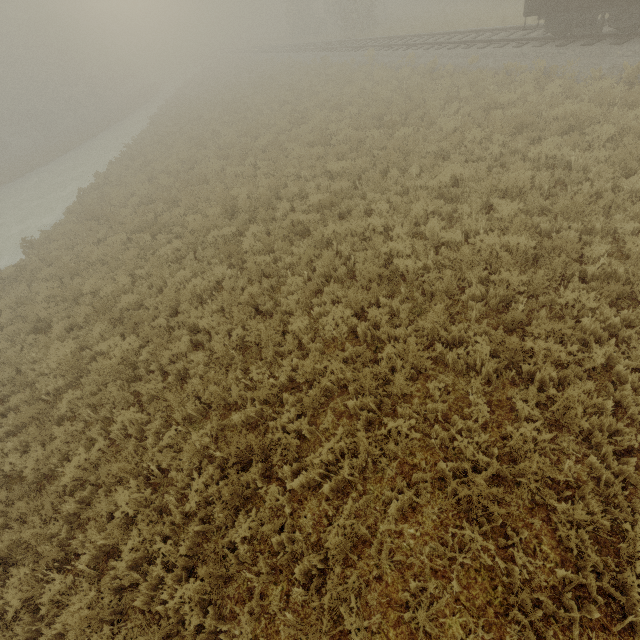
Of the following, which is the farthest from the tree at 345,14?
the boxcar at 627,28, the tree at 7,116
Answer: the boxcar at 627,28

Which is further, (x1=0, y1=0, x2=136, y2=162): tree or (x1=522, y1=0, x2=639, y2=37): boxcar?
(x1=0, y1=0, x2=136, y2=162): tree

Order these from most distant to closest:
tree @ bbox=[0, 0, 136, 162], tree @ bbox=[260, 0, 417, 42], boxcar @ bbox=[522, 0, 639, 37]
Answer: tree @ bbox=[0, 0, 136, 162] < tree @ bbox=[260, 0, 417, 42] < boxcar @ bbox=[522, 0, 639, 37]

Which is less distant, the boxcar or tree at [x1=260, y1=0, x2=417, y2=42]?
the boxcar

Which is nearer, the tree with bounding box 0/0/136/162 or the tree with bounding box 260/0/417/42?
the tree with bounding box 260/0/417/42

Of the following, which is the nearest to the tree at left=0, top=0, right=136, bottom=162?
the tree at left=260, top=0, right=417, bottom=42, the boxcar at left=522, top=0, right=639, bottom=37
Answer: the tree at left=260, top=0, right=417, bottom=42

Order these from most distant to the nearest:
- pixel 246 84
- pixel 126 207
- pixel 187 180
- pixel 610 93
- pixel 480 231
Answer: pixel 246 84 < pixel 126 207 < pixel 187 180 < pixel 610 93 < pixel 480 231
